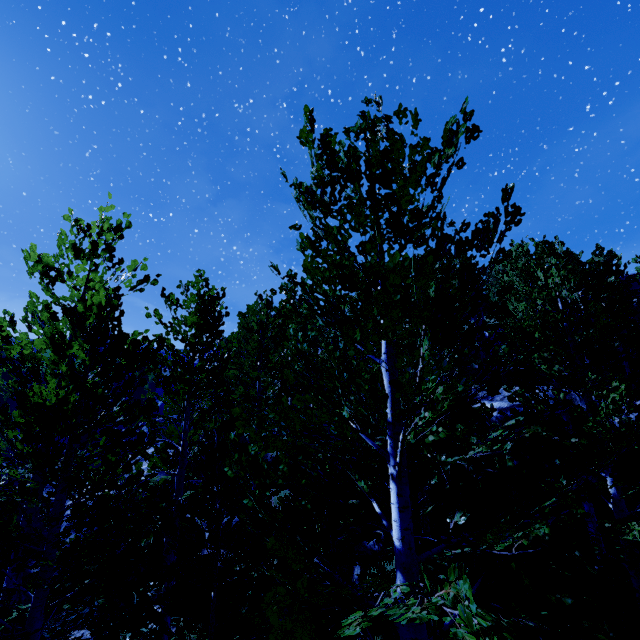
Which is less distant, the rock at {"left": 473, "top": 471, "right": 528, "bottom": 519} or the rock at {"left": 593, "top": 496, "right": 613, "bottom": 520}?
the rock at {"left": 593, "top": 496, "right": 613, "bottom": 520}

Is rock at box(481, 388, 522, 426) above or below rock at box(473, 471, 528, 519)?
above

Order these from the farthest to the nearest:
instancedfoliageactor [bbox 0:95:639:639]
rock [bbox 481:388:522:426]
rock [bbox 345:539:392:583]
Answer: rock [bbox 481:388:522:426]
rock [bbox 345:539:392:583]
instancedfoliageactor [bbox 0:95:639:639]

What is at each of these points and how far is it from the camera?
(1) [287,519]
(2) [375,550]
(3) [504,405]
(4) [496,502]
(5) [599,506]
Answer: (1) instancedfoliageactor, 2.5 meters
(2) rock, 10.4 meters
(3) rock, 10.8 meters
(4) rock, 10.6 meters
(5) rock, 8.8 meters

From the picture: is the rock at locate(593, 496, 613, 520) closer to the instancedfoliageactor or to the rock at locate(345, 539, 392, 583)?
the instancedfoliageactor

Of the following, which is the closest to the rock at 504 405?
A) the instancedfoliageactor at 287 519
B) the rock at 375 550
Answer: the instancedfoliageactor at 287 519
